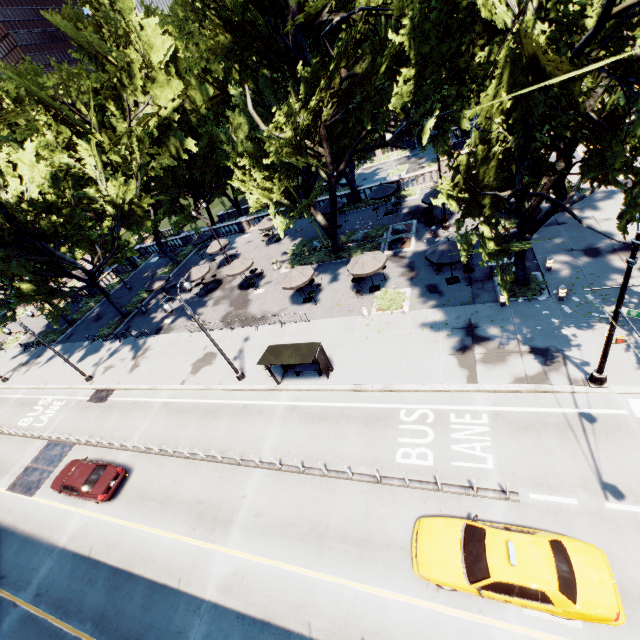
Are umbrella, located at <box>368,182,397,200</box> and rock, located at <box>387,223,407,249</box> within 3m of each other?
no

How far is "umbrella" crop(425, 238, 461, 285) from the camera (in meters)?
18.81

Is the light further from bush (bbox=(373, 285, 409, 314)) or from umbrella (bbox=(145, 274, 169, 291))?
umbrella (bbox=(145, 274, 169, 291))

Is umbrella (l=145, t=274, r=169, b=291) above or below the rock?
above

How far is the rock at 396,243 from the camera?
26.1 meters

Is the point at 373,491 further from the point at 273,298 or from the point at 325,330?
the point at 273,298

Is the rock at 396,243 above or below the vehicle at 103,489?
below

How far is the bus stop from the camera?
16.9 meters
